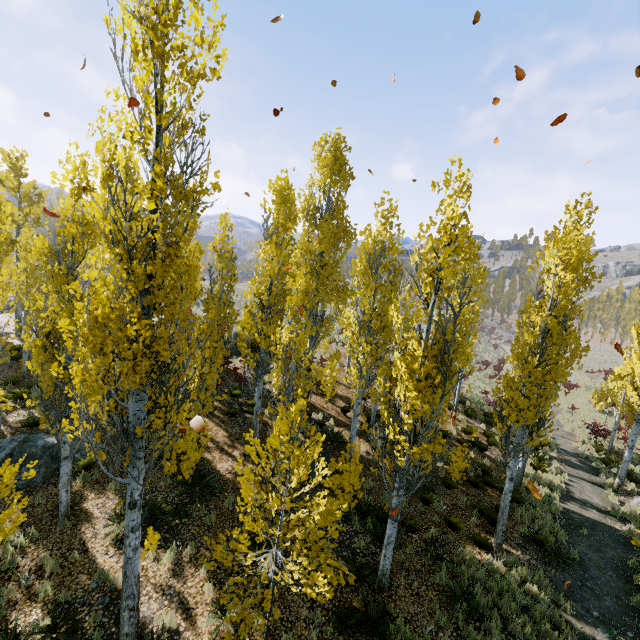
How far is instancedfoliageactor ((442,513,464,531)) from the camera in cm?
1092

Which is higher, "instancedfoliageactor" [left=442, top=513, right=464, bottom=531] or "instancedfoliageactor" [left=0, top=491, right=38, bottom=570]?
"instancedfoliageactor" [left=0, top=491, right=38, bottom=570]

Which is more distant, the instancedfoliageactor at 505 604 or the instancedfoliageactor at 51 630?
the instancedfoliageactor at 505 604

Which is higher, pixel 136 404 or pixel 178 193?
pixel 178 193

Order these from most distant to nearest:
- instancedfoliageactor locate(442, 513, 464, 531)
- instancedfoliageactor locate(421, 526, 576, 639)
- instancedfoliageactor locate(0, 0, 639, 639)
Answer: instancedfoliageactor locate(442, 513, 464, 531), instancedfoliageactor locate(421, 526, 576, 639), instancedfoliageactor locate(0, 0, 639, 639)

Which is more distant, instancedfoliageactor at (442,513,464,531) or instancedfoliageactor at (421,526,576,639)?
instancedfoliageactor at (442,513,464,531)
